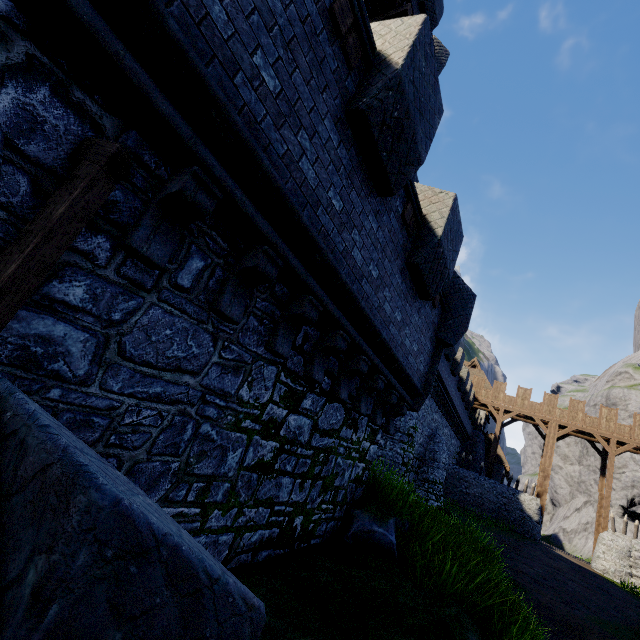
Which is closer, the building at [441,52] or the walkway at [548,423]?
the building at [441,52]

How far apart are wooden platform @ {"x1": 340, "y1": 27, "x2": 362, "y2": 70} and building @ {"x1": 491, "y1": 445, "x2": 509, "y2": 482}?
42.9 meters

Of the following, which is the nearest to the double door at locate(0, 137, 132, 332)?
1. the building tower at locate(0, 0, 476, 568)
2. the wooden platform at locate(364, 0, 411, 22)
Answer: the building tower at locate(0, 0, 476, 568)

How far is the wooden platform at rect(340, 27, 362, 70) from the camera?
3.6m

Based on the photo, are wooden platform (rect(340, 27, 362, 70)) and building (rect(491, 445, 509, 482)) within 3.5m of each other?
no

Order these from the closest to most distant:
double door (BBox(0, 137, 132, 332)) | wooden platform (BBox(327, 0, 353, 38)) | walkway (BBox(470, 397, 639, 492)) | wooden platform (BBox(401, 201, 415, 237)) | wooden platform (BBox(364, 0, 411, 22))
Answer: double door (BBox(0, 137, 132, 332)), wooden platform (BBox(327, 0, 353, 38)), wooden platform (BBox(401, 201, 415, 237)), wooden platform (BBox(364, 0, 411, 22)), walkway (BBox(470, 397, 639, 492))

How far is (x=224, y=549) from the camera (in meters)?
4.05

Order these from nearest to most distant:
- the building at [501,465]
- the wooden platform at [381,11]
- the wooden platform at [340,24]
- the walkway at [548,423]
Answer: the wooden platform at [340,24], the wooden platform at [381,11], the walkway at [548,423], the building at [501,465]
